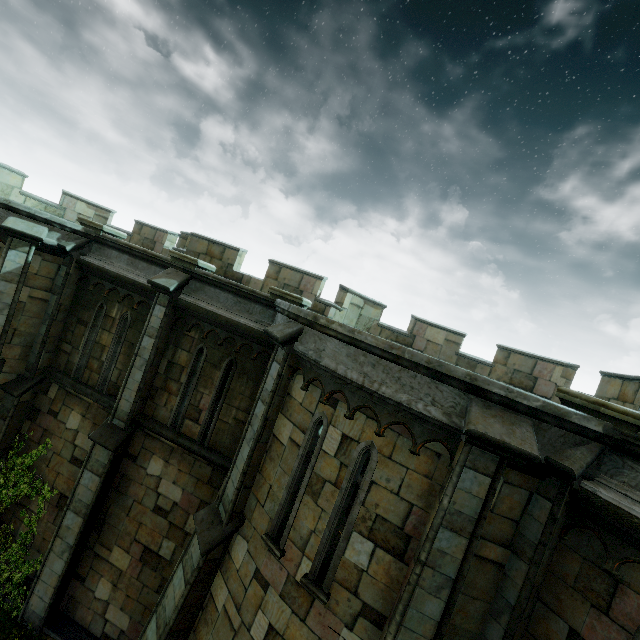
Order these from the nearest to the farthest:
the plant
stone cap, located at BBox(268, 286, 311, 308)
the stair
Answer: the stair → stone cap, located at BBox(268, 286, 311, 308) → the plant

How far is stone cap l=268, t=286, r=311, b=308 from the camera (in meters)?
8.10

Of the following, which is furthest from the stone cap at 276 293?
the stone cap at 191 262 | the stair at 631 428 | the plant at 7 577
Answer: the plant at 7 577

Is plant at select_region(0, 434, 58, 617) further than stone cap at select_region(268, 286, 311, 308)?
Yes

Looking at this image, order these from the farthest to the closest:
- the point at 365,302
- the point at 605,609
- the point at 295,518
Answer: the point at 365,302
the point at 295,518
the point at 605,609

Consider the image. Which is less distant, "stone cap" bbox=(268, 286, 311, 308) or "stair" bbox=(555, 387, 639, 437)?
"stair" bbox=(555, 387, 639, 437)

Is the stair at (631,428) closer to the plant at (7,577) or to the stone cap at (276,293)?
the stone cap at (276,293)

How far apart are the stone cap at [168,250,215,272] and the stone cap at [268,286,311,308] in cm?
218
